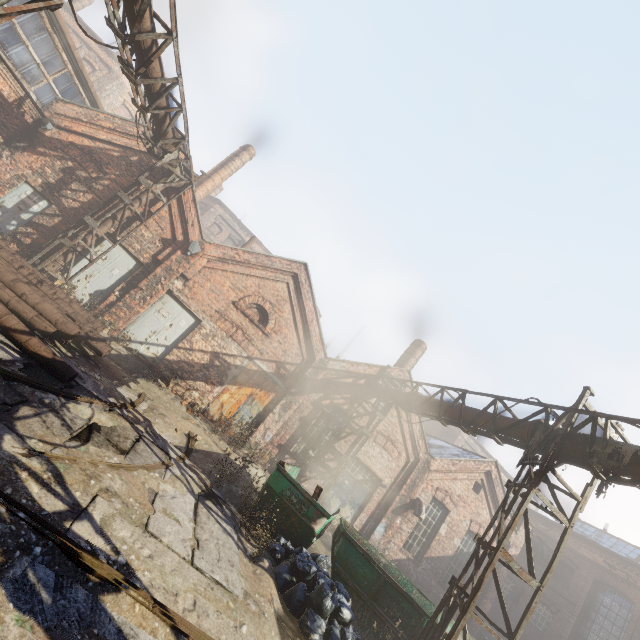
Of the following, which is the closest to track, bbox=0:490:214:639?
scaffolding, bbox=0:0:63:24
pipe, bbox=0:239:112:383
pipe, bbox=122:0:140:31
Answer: scaffolding, bbox=0:0:63:24

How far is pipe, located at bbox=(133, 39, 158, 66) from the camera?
6.7m

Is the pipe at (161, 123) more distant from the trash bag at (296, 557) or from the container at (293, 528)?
the trash bag at (296, 557)

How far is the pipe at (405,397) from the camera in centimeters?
909cm

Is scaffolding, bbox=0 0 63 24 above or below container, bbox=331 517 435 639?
above

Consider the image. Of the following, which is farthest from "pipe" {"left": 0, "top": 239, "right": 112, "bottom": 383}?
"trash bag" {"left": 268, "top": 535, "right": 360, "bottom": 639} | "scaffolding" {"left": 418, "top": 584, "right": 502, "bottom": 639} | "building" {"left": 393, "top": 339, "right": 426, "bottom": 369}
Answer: "building" {"left": 393, "top": 339, "right": 426, "bottom": 369}

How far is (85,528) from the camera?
3.51m
